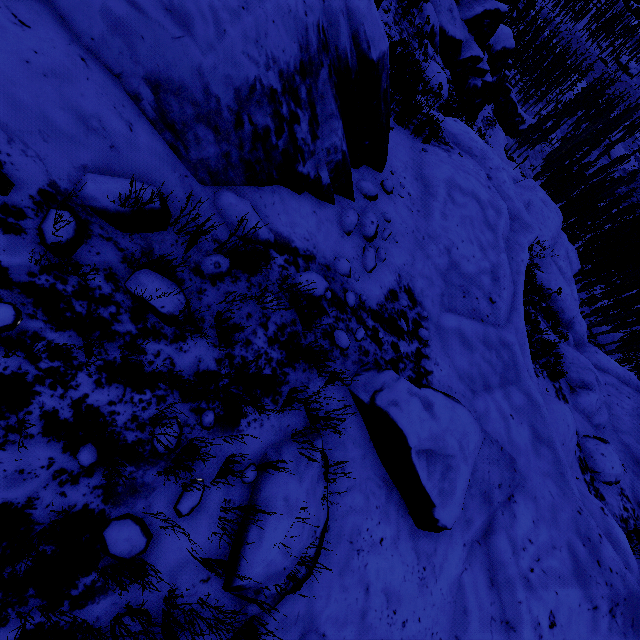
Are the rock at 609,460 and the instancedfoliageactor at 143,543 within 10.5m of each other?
no

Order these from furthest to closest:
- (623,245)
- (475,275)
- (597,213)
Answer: (597,213), (623,245), (475,275)

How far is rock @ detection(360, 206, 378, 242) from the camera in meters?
4.5 m

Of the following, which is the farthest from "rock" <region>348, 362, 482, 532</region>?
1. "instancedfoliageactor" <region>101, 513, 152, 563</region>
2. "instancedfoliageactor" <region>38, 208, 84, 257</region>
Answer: "instancedfoliageactor" <region>101, 513, 152, 563</region>

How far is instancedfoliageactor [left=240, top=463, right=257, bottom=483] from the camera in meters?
2.4 m

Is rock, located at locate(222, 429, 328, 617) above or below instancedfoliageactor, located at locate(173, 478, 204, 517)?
below

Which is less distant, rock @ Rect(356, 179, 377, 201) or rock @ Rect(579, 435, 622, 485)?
rock @ Rect(356, 179, 377, 201)

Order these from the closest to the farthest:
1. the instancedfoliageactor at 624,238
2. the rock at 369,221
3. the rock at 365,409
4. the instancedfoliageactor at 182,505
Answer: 1. the instancedfoliageactor at 182,505
2. the rock at 365,409
3. the rock at 369,221
4. the instancedfoliageactor at 624,238
